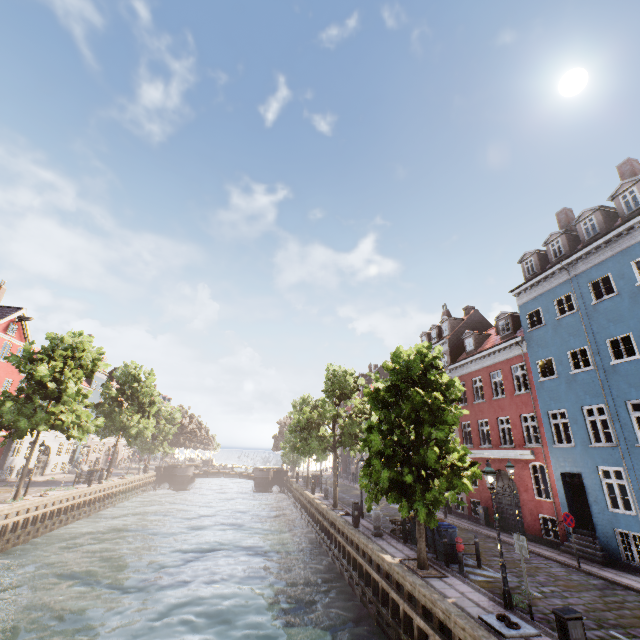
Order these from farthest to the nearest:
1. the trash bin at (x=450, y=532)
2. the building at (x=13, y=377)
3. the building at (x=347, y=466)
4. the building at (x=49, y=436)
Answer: the building at (x=347, y=466)
the building at (x=49, y=436)
the building at (x=13, y=377)
the trash bin at (x=450, y=532)

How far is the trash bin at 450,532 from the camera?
13.50m

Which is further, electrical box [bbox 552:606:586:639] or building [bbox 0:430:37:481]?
building [bbox 0:430:37:481]

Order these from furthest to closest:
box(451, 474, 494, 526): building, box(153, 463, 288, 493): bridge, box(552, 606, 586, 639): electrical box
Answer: box(153, 463, 288, 493): bridge, box(451, 474, 494, 526): building, box(552, 606, 586, 639): electrical box

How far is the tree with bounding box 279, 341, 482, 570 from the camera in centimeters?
1193cm

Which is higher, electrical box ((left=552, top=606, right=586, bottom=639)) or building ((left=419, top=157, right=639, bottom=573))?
building ((left=419, top=157, right=639, bottom=573))

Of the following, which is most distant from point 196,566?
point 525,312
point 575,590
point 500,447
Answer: point 525,312

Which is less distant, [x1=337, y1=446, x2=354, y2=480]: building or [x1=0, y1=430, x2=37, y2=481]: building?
[x1=0, y1=430, x2=37, y2=481]: building
